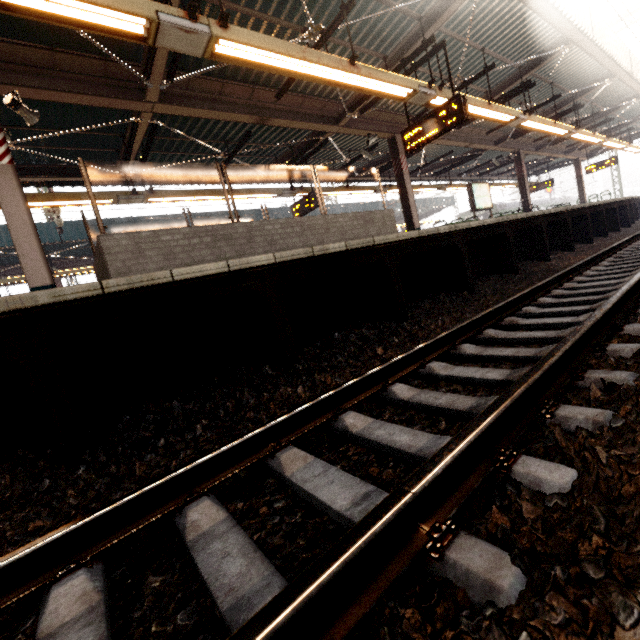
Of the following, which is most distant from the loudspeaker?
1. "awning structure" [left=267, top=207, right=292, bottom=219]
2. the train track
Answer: "awning structure" [left=267, top=207, right=292, bottom=219]

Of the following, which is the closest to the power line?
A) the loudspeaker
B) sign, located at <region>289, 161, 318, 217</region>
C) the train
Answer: the loudspeaker

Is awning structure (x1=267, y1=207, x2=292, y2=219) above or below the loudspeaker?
above

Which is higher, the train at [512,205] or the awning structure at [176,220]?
the awning structure at [176,220]

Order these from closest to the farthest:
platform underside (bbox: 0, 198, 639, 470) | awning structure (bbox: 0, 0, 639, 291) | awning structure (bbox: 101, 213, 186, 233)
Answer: platform underside (bbox: 0, 198, 639, 470) → awning structure (bbox: 0, 0, 639, 291) → awning structure (bbox: 101, 213, 186, 233)

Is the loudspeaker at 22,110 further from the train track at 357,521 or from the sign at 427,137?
the train track at 357,521

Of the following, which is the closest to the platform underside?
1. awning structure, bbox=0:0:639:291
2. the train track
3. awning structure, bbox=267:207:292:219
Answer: the train track

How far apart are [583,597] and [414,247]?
4.6m
